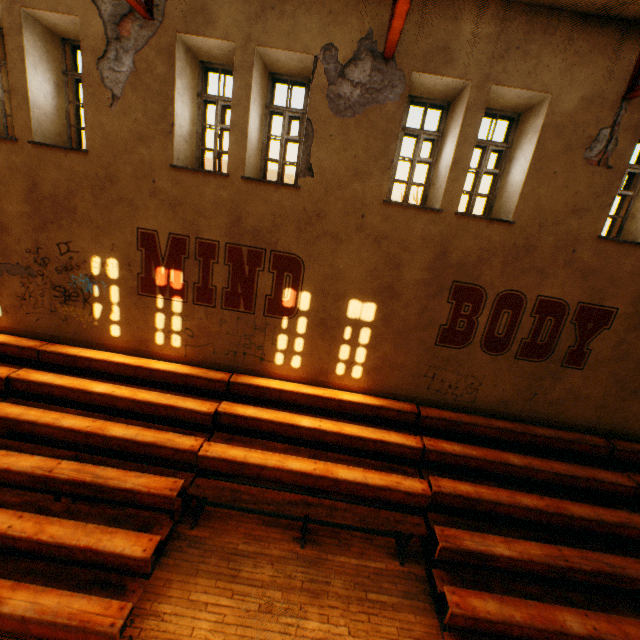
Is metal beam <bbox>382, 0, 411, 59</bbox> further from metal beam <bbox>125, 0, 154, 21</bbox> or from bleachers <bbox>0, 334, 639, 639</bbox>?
bleachers <bbox>0, 334, 639, 639</bbox>

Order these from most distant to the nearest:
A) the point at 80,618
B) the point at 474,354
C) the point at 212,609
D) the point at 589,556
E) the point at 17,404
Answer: the point at 474,354 → the point at 17,404 → the point at 589,556 → the point at 212,609 → the point at 80,618

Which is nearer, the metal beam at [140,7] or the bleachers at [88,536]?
the bleachers at [88,536]

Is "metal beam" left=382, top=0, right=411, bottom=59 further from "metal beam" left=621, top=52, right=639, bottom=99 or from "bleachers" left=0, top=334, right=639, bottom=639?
"bleachers" left=0, top=334, right=639, bottom=639

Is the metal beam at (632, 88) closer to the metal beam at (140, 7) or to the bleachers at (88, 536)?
the bleachers at (88, 536)

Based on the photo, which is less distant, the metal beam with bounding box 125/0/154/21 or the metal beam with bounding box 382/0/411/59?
the metal beam with bounding box 382/0/411/59

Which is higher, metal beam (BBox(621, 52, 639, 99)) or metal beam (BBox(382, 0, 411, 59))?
metal beam (BBox(621, 52, 639, 99))
